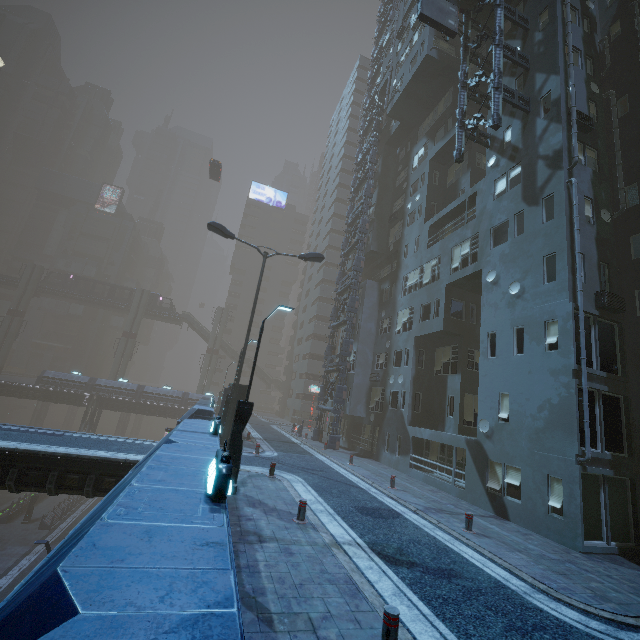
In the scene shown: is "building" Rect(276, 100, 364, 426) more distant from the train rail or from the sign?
the sign

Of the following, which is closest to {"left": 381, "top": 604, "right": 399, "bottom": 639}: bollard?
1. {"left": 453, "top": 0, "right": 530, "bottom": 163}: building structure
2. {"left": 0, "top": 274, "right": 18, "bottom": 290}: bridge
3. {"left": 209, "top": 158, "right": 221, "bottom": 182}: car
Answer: {"left": 453, "top": 0, "right": 530, "bottom": 163}: building structure

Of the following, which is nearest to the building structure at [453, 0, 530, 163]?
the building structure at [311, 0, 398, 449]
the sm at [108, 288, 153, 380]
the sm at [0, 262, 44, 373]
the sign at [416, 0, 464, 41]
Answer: the sign at [416, 0, 464, 41]

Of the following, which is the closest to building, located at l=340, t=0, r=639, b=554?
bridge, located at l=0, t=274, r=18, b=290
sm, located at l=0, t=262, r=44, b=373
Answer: bridge, located at l=0, t=274, r=18, b=290

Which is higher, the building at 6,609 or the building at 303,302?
the building at 303,302

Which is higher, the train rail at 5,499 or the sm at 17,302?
the sm at 17,302

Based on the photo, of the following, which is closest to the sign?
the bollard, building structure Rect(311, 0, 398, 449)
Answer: building structure Rect(311, 0, 398, 449)

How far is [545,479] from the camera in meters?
12.0
